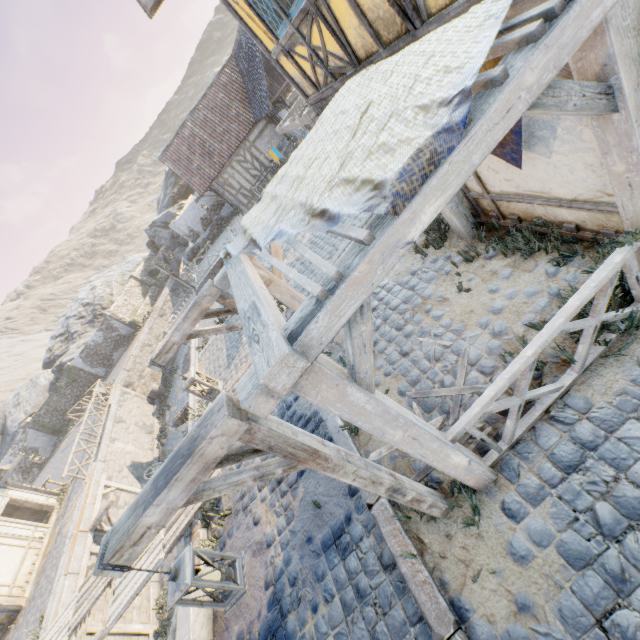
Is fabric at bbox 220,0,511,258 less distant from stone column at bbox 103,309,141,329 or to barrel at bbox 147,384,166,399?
barrel at bbox 147,384,166,399

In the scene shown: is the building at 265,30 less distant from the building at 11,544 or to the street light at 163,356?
the street light at 163,356

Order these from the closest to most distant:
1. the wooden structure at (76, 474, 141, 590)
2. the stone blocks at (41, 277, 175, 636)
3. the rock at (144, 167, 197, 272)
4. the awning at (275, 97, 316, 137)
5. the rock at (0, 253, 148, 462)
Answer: the awning at (275, 97, 316, 137) → the stone blocks at (41, 277, 175, 636) → the wooden structure at (76, 474, 141, 590) → the rock at (0, 253, 148, 462) → the rock at (144, 167, 197, 272)

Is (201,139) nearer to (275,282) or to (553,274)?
(275,282)

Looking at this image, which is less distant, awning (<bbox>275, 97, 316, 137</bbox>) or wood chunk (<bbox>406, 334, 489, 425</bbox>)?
wood chunk (<bbox>406, 334, 489, 425</bbox>)

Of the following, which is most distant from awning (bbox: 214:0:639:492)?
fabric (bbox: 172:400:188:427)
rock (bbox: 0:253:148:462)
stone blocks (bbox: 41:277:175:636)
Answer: rock (bbox: 0:253:148:462)

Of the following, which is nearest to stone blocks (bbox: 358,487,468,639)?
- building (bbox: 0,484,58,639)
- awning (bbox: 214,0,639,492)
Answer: awning (bbox: 214,0,639,492)

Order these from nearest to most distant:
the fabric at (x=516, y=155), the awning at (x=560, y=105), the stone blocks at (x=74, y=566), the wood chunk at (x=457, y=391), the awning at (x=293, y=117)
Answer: the awning at (x=560, y=105) → the fabric at (x=516, y=155) → the wood chunk at (x=457, y=391) → the awning at (x=293, y=117) → the stone blocks at (x=74, y=566)
